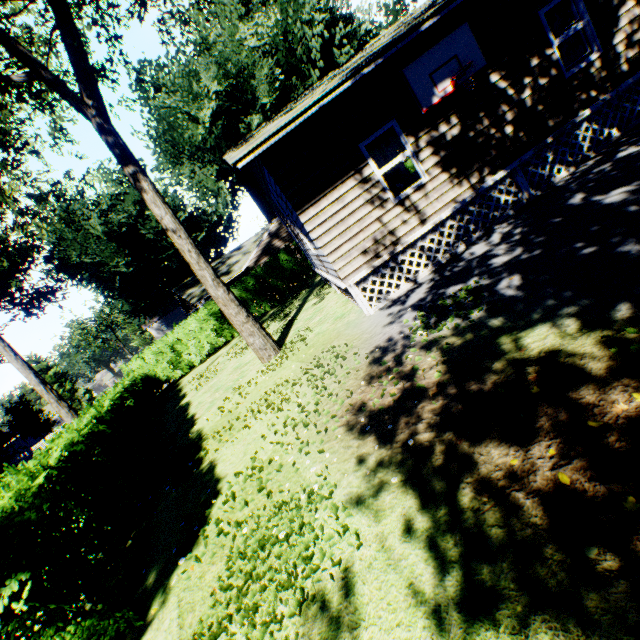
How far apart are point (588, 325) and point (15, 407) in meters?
51.3

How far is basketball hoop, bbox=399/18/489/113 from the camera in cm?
689

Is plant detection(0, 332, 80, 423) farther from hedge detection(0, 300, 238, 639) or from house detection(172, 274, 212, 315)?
hedge detection(0, 300, 238, 639)

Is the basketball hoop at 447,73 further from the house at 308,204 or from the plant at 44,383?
the plant at 44,383

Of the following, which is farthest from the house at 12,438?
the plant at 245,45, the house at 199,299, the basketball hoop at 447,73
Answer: the basketball hoop at 447,73

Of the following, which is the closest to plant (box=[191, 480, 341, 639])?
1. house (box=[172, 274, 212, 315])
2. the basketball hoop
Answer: house (box=[172, 274, 212, 315])

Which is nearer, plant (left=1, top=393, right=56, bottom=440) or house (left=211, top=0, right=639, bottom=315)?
house (left=211, top=0, right=639, bottom=315)

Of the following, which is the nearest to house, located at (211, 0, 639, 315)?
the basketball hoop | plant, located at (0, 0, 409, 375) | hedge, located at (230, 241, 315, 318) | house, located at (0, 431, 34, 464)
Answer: the basketball hoop
